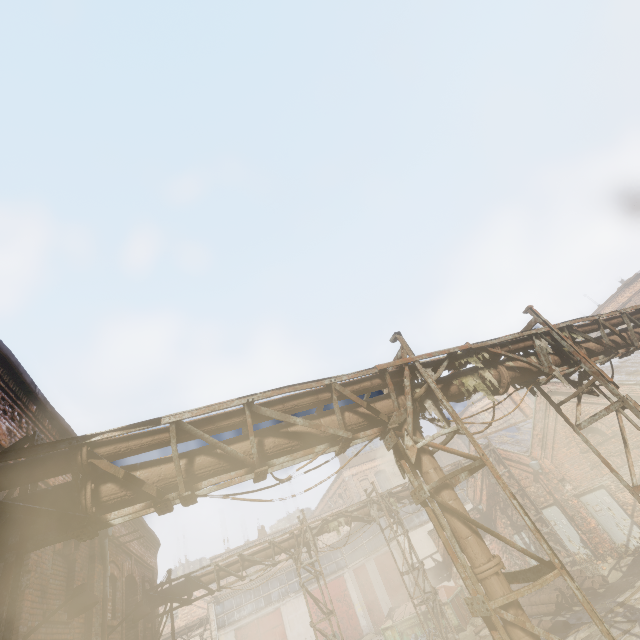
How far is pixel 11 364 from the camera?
5.1m

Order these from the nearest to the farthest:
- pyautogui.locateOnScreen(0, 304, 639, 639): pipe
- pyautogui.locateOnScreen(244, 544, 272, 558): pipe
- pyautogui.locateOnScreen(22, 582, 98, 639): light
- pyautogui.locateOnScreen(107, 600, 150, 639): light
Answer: pyautogui.locateOnScreen(0, 304, 639, 639): pipe < pyautogui.locateOnScreen(22, 582, 98, 639): light < pyautogui.locateOnScreen(107, 600, 150, 639): light < pyautogui.locateOnScreen(244, 544, 272, 558): pipe

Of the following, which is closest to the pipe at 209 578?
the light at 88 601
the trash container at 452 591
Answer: the light at 88 601

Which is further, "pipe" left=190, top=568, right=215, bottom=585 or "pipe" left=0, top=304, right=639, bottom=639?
"pipe" left=190, top=568, right=215, bottom=585

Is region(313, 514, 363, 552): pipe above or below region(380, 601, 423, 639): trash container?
above

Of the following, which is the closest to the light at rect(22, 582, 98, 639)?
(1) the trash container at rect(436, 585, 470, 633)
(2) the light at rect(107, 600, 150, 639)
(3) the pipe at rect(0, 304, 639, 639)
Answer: (3) the pipe at rect(0, 304, 639, 639)

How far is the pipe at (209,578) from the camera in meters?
12.9
